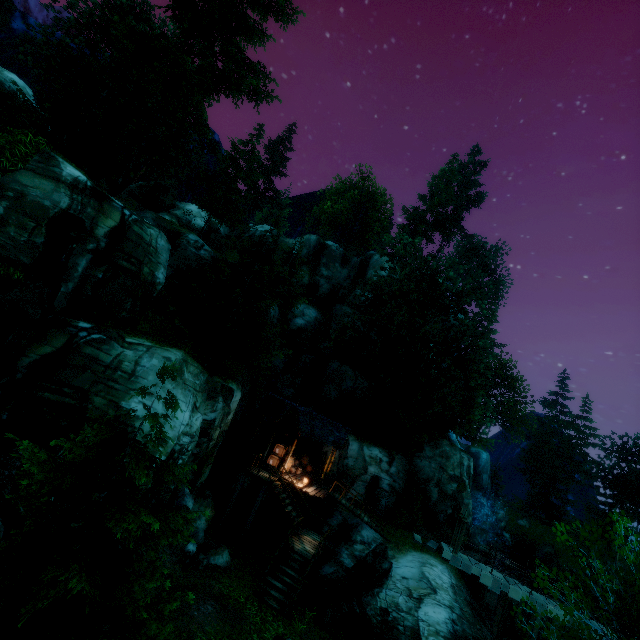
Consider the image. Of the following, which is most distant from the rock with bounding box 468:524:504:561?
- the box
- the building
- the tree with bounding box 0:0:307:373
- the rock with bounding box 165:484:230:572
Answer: the rock with bounding box 165:484:230:572

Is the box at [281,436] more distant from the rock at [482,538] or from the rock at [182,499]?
the rock at [482,538]

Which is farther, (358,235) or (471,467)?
(358,235)

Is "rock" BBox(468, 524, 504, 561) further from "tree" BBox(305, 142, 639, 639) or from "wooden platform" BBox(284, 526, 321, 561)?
"wooden platform" BBox(284, 526, 321, 561)

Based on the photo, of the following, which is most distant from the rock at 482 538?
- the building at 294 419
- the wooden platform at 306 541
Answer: the building at 294 419

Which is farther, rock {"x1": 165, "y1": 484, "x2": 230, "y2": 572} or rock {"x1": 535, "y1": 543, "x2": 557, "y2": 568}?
rock {"x1": 535, "y1": 543, "x2": 557, "y2": 568}

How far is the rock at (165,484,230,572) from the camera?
13.9 meters

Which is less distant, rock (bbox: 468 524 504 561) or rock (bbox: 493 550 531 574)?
rock (bbox: 468 524 504 561)
